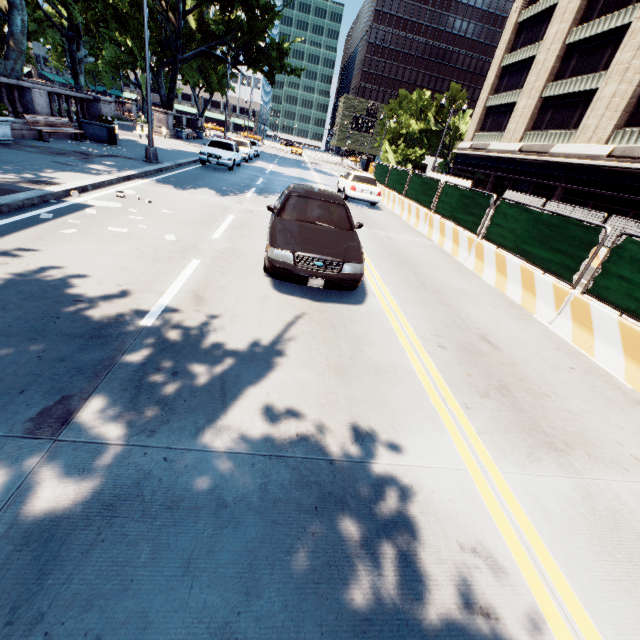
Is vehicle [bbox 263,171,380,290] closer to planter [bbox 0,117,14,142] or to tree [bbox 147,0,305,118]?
tree [bbox 147,0,305,118]

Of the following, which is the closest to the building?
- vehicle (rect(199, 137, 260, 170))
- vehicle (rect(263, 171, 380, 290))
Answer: vehicle (rect(263, 171, 380, 290))

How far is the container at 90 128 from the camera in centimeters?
1645cm

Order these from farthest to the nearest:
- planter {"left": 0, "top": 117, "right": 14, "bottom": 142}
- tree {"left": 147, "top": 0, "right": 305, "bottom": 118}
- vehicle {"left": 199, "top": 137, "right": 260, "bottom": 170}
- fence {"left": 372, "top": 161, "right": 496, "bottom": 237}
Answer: tree {"left": 147, "top": 0, "right": 305, "bottom": 118} < vehicle {"left": 199, "top": 137, "right": 260, "bottom": 170} < planter {"left": 0, "top": 117, "right": 14, "bottom": 142} < fence {"left": 372, "top": 161, "right": 496, "bottom": 237}

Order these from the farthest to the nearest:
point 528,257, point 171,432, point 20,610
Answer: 1. point 528,257
2. point 171,432
3. point 20,610

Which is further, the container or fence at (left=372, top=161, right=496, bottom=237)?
the container

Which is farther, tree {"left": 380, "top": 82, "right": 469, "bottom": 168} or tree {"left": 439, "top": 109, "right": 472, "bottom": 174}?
tree {"left": 439, "top": 109, "right": 472, "bottom": 174}

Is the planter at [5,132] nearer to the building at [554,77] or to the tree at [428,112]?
the tree at [428,112]
